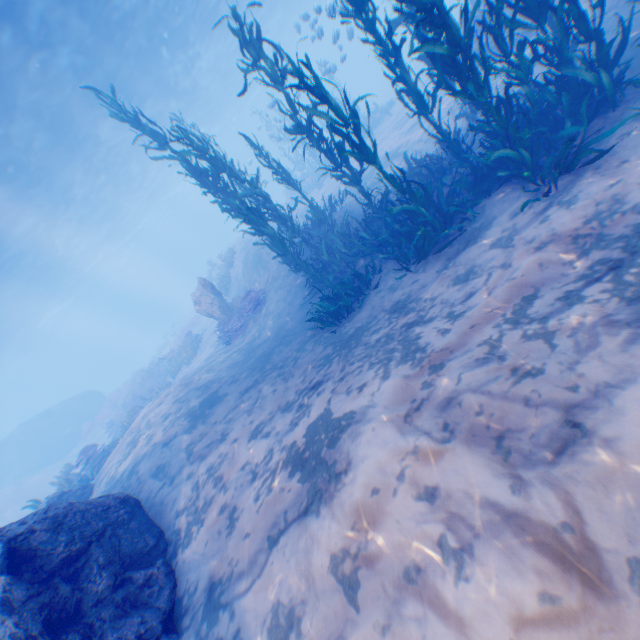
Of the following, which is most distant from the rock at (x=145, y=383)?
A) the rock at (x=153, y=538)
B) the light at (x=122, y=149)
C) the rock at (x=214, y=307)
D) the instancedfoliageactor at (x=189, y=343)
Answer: the light at (x=122, y=149)

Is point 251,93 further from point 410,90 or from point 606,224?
point 606,224

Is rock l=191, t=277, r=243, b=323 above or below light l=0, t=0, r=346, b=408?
below

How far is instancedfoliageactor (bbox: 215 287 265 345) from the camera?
13.8 meters

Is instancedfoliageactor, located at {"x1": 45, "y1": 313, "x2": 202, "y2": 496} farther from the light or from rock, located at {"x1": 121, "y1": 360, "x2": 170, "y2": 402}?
the light

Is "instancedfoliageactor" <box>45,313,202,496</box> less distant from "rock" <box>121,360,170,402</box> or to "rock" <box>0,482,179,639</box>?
"rock" <box>121,360,170,402</box>

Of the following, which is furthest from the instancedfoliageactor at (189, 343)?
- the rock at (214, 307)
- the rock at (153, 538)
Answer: the rock at (153, 538)

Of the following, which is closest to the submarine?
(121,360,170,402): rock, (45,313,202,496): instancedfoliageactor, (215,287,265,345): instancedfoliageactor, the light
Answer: the light
